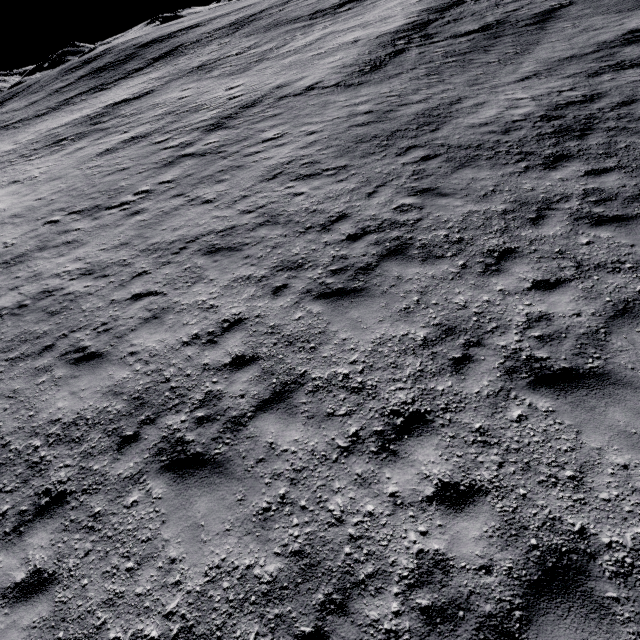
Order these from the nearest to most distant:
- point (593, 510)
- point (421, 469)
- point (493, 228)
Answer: point (593, 510), point (421, 469), point (493, 228)
